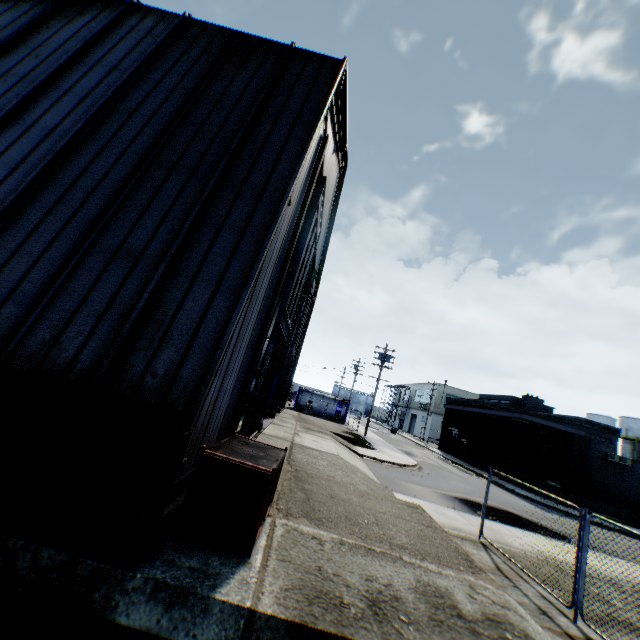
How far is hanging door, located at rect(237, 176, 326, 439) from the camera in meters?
11.1 m

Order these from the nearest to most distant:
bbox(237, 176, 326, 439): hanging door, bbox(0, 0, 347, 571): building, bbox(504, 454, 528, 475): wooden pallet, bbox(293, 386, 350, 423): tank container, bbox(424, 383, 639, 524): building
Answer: bbox(0, 0, 347, 571): building, bbox(237, 176, 326, 439): hanging door, bbox(424, 383, 639, 524): building, bbox(504, 454, 528, 475): wooden pallet, bbox(293, 386, 350, 423): tank container

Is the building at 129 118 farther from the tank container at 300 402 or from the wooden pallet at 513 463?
the wooden pallet at 513 463

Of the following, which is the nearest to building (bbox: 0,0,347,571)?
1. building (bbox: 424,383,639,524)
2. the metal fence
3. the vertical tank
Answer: the metal fence

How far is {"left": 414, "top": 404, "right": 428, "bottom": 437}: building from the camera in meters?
56.7 m

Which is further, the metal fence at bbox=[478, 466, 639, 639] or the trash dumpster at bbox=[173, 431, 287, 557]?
the metal fence at bbox=[478, 466, 639, 639]

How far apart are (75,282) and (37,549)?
3.6 meters

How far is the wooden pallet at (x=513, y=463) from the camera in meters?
29.0 m
